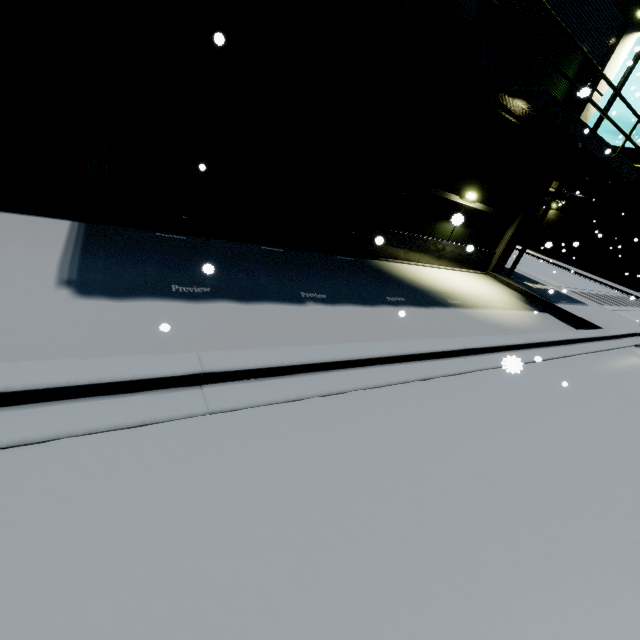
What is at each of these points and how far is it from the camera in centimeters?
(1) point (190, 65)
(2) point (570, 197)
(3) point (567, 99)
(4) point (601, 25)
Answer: (1) building, 635cm
(2) pipe, 3158cm
(3) building, 1180cm
(4) building, 1073cm

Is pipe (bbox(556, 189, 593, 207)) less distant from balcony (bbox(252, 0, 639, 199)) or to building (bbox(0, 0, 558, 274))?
building (bbox(0, 0, 558, 274))

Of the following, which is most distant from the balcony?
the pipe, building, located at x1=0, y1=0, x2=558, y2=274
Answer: the pipe

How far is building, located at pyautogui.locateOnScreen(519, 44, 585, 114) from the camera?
10.04m

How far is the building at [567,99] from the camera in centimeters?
1004cm

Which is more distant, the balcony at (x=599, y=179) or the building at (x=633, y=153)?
the building at (x=633, y=153)
